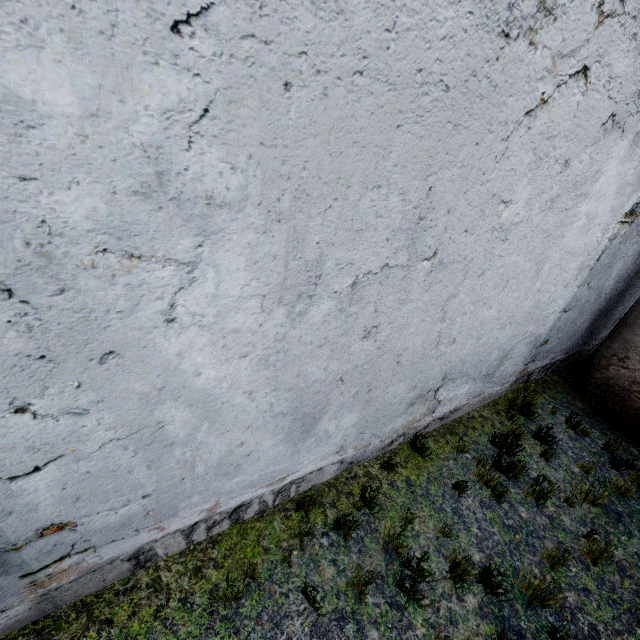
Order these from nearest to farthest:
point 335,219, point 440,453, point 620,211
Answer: point 335,219 → point 620,211 → point 440,453
